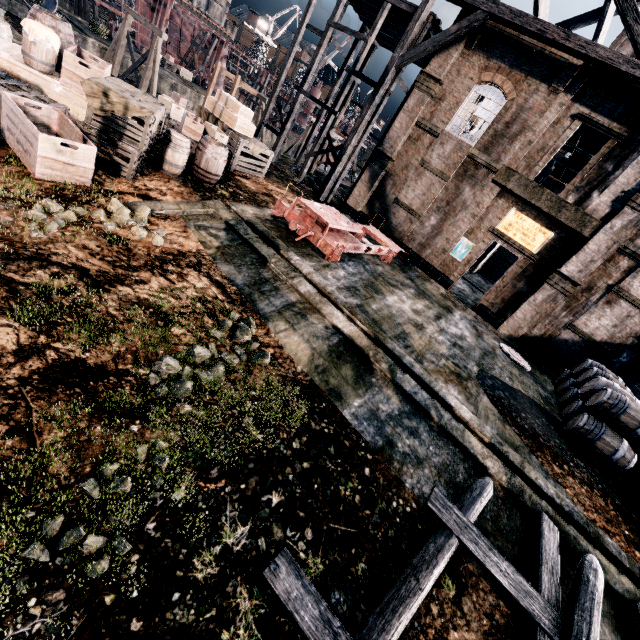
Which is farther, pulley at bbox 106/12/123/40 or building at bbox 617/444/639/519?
pulley at bbox 106/12/123/40

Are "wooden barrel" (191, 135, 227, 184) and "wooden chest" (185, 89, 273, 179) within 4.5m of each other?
yes

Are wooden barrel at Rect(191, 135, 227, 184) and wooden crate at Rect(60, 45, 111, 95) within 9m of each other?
yes

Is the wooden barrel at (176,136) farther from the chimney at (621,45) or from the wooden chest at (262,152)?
the chimney at (621,45)

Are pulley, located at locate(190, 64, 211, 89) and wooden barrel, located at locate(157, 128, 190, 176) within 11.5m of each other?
no

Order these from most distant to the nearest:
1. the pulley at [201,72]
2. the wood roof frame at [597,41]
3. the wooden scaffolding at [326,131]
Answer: the pulley at [201,72], the wooden scaffolding at [326,131], the wood roof frame at [597,41]

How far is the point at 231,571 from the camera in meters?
3.9

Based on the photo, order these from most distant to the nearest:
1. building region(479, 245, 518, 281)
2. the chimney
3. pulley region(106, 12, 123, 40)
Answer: building region(479, 245, 518, 281), pulley region(106, 12, 123, 40), the chimney
